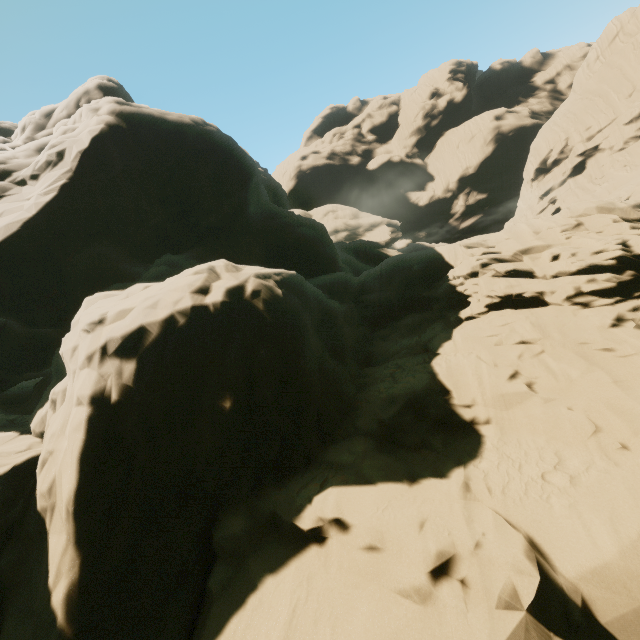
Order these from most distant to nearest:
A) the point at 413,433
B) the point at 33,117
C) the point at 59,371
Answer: the point at 33,117, the point at 59,371, the point at 413,433
